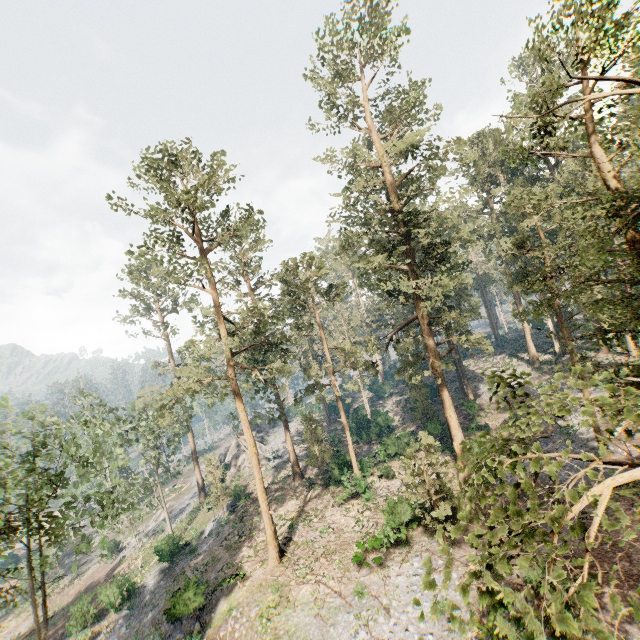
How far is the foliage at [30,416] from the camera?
19.8 meters

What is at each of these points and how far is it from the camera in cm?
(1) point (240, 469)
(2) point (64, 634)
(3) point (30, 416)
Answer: (1) rock, 4391
(2) ground embankment, 2998
(3) foliage, 2023

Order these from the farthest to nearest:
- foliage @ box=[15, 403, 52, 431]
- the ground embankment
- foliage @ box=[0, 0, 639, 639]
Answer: the ground embankment, foliage @ box=[15, 403, 52, 431], foliage @ box=[0, 0, 639, 639]

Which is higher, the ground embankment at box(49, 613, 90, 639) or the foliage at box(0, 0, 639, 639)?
the foliage at box(0, 0, 639, 639)

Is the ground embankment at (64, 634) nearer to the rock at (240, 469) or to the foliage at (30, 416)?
the foliage at (30, 416)

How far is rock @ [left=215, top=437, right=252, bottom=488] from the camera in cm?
4350

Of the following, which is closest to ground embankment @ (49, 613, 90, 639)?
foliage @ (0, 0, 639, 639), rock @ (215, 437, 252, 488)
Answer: foliage @ (0, 0, 639, 639)
